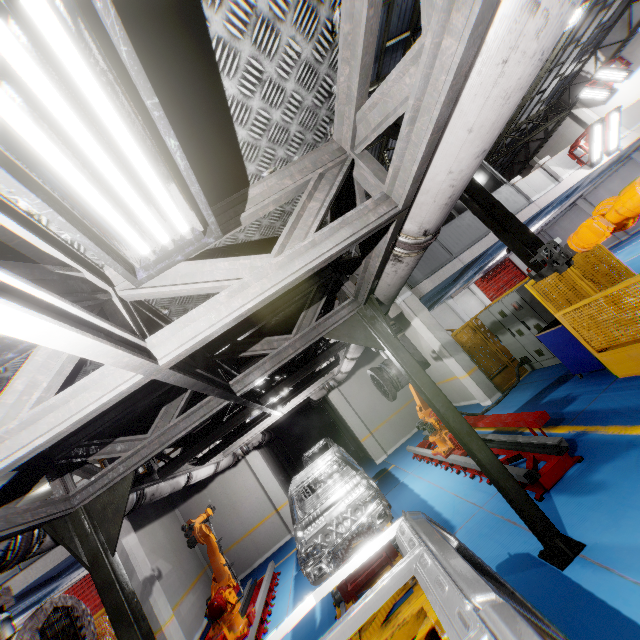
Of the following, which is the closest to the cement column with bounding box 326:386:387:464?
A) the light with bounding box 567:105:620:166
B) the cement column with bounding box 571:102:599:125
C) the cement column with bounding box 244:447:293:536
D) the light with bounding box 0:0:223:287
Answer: the cement column with bounding box 244:447:293:536

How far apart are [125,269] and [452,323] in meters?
23.8

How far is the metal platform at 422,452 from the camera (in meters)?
5.90

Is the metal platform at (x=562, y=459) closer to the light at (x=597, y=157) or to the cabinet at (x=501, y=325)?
the cabinet at (x=501, y=325)

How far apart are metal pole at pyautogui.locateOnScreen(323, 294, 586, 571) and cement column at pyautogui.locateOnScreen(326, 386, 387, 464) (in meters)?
9.12

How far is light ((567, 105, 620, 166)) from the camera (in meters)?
12.00

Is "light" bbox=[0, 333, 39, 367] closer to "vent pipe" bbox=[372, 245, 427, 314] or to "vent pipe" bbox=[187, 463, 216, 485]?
"vent pipe" bbox=[187, 463, 216, 485]

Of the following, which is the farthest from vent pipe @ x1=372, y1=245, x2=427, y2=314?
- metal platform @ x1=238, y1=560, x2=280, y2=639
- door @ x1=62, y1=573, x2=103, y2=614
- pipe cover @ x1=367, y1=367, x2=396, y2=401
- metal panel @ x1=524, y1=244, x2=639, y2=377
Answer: door @ x1=62, y1=573, x2=103, y2=614
